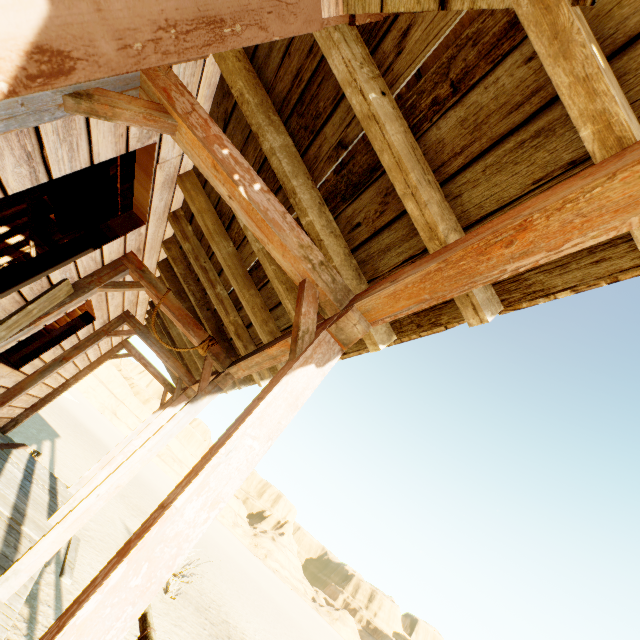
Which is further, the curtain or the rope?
the rope

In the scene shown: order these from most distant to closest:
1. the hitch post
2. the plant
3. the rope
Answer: the plant → the rope → the hitch post

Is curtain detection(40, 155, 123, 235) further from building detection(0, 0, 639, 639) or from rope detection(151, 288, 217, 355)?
rope detection(151, 288, 217, 355)

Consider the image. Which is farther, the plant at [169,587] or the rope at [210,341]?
the plant at [169,587]

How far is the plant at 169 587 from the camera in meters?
7.3

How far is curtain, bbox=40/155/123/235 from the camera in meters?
2.5

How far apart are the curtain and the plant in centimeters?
831cm

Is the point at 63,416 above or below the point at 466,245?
below
